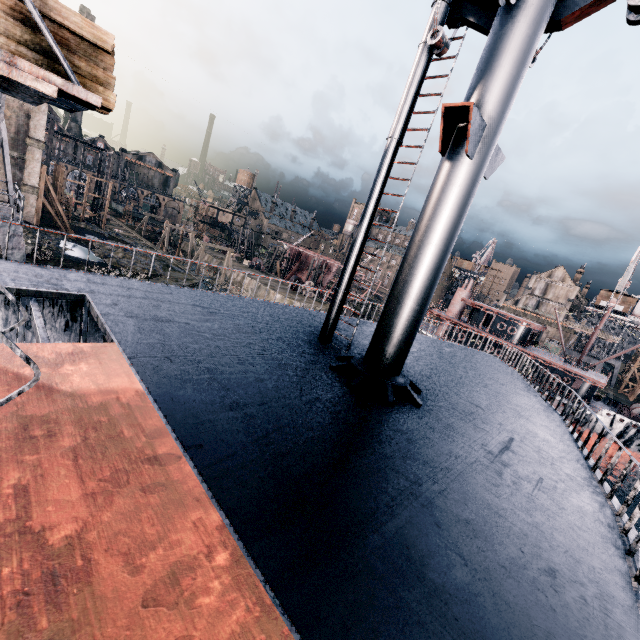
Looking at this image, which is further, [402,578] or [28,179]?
[28,179]

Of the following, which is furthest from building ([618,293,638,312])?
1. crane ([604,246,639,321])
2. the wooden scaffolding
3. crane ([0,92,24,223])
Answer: the wooden scaffolding

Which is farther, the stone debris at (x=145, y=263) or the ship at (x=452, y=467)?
the stone debris at (x=145, y=263)

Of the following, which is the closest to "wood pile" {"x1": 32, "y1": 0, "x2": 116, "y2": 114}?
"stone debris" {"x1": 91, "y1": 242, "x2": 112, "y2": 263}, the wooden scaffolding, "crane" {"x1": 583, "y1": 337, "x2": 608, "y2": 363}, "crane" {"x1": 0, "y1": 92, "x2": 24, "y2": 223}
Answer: "crane" {"x1": 0, "y1": 92, "x2": 24, "y2": 223}

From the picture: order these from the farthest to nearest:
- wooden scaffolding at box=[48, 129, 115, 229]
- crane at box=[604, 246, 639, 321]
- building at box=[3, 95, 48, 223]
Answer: crane at box=[604, 246, 639, 321] < wooden scaffolding at box=[48, 129, 115, 229] < building at box=[3, 95, 48, 223]

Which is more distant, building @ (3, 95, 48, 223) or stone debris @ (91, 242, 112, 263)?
stone debris @ (91, 242, 112, 263)

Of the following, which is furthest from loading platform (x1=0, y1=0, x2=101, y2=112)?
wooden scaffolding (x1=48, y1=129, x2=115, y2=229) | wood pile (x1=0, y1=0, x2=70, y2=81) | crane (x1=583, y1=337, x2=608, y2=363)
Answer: crane (x1=583, y1=337, x2=608, y2=363)

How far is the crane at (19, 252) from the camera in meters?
14.7 m
